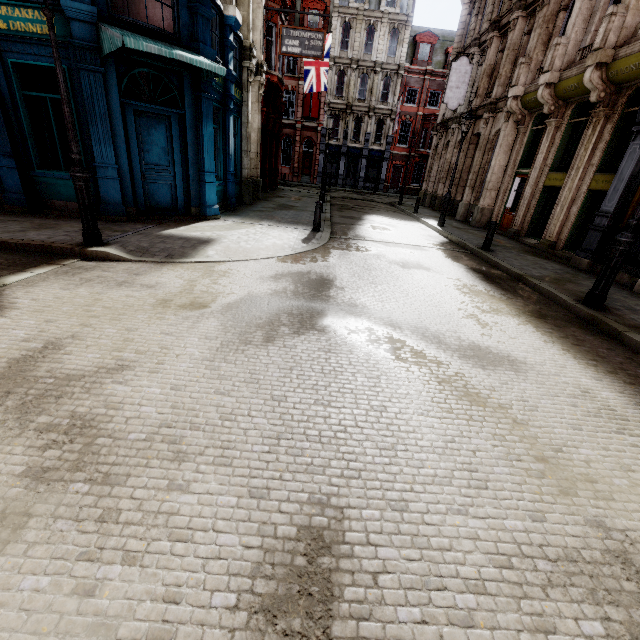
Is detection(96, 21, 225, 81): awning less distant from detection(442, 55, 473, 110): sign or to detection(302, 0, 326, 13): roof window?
detection(442, 55, 473, 110): sign

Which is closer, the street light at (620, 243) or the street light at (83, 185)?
the street light at (83, 185)

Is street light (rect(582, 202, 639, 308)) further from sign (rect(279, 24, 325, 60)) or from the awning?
the awning

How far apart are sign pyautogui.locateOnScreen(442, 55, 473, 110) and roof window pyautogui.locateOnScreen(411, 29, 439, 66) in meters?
20.9

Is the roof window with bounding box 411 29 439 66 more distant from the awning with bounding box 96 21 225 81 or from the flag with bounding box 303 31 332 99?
the awning with bounding box 96 21 225 81

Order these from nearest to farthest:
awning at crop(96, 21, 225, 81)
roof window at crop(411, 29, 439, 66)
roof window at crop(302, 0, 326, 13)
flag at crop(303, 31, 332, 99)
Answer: awning at crop(96, 21, 225, 81)
flag at crop(303, 31, 332, 99)
roof window at crop(302, 0, 326, 13)
roof window at crop(411, 29, 439, 66)

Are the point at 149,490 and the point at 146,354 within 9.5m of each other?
yes

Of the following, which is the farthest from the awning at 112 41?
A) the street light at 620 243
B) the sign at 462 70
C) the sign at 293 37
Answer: the sign at 462 70
